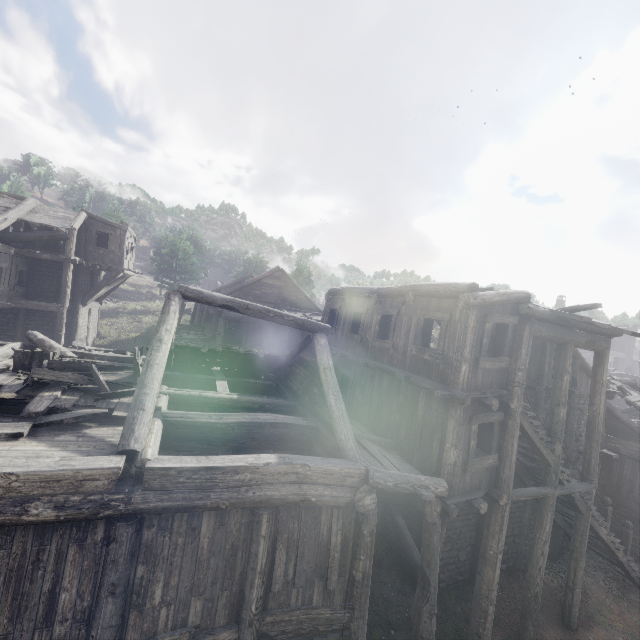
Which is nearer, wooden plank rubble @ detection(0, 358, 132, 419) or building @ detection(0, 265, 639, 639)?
building @ detection(0, 265, 639, 639)

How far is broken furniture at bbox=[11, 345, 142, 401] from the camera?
7.51m

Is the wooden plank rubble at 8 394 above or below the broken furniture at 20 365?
below

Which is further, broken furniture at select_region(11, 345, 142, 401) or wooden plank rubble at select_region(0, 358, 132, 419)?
broken furniture at select_region(11, 345, 142, 401)

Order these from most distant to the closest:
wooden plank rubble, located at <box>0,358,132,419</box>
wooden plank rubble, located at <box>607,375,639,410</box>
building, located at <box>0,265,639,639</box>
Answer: wooden plank rubble, located at <box>607,375,639,410</box>, wooden plank rubble, located at <box>0,358,132,419</box>, building, located at <box>0,265,639,639</box>

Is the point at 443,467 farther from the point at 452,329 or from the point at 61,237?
the point at 61,237

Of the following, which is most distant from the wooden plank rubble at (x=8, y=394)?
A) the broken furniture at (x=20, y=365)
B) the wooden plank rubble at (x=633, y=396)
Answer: the wooden plank rubble at (x=633, y=396)

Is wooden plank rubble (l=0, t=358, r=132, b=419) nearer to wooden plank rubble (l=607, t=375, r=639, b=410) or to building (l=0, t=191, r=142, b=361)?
building (l=0, t=191, r=142, b=361)
